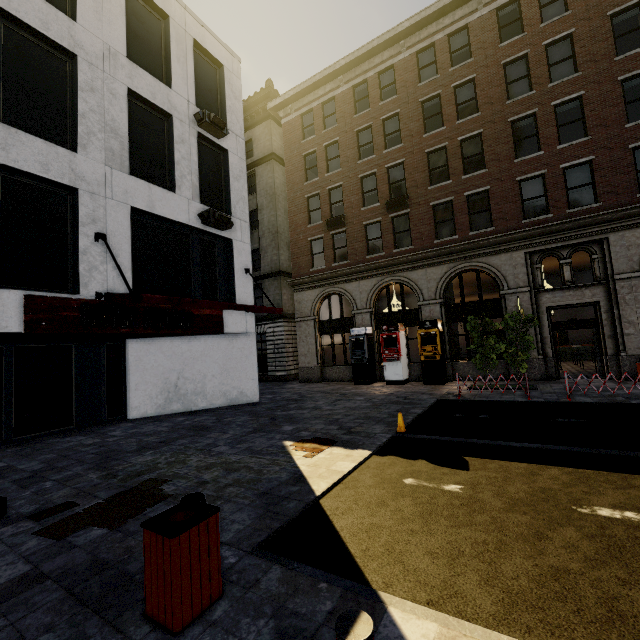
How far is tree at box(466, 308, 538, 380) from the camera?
12.7 meters

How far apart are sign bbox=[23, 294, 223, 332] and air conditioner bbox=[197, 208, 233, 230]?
3.2 meters

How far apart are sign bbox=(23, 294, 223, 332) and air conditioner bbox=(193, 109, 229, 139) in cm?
724

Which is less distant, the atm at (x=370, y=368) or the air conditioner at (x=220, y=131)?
the air conditioner at (x=220, y=131)

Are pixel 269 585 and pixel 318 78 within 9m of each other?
no

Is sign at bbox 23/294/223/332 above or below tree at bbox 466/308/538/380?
above

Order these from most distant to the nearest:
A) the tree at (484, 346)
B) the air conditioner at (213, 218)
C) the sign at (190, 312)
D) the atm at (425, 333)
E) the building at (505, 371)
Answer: the atm at (425, 333), the building at (505, 371), the tree at (484, 346), the air conditioner at (213, 218), the sign at (190, 312)

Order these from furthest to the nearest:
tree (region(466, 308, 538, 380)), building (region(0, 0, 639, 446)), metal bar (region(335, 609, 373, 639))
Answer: tree (region(466, 308, 538, 380)), building (region(0, 0, 639, 446)), metal bar (region(335, 609, 373, 639))
